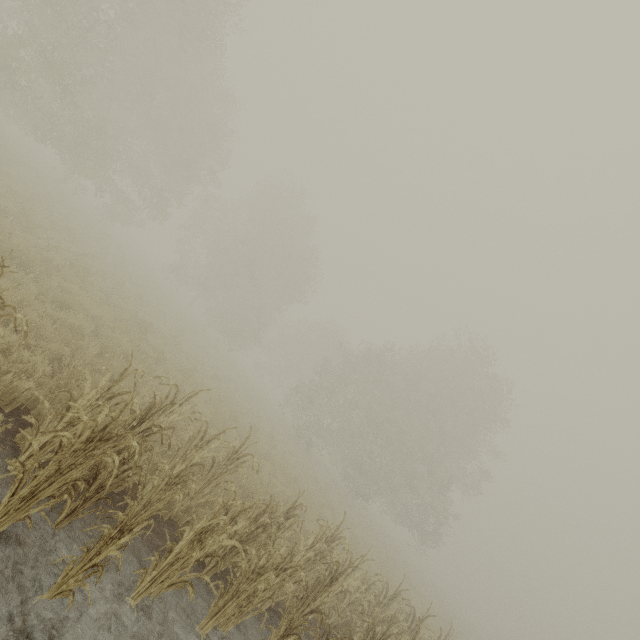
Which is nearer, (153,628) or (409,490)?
(153,628)
